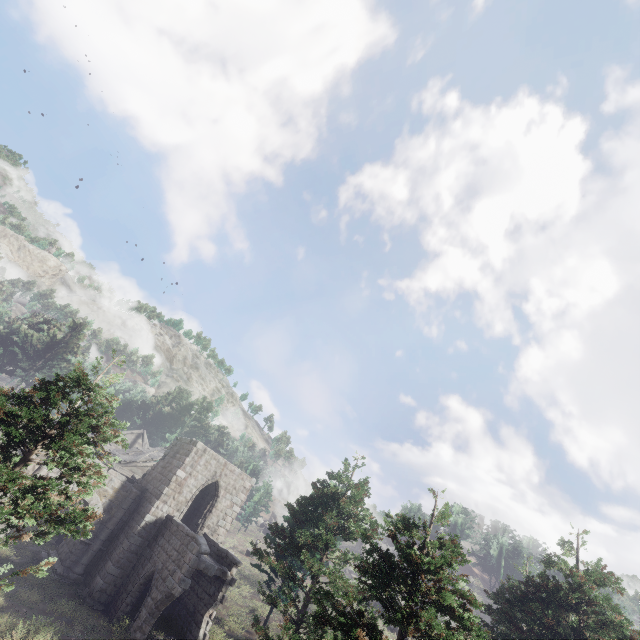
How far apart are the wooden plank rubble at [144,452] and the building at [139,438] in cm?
694

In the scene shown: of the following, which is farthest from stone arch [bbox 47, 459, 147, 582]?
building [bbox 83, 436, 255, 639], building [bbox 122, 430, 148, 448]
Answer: building [bbox 122, 430, 148, 448]

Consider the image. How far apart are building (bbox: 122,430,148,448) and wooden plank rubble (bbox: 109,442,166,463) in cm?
694

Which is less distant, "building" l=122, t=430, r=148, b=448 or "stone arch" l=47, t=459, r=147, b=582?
"stone arch" l=47, t=459, r=147, b=582

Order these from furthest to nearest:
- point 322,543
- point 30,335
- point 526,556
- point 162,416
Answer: point 162,416 → point 30,335 → point 526,556 → point 322,543

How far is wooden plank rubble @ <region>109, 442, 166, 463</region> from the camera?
29.61m

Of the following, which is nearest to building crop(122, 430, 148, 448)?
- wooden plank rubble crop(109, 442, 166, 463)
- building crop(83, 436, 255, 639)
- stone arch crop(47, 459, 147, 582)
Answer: wooden plank rubble crop(109, 442, 166, 463)

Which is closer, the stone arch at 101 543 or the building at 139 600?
the building at 139 600
